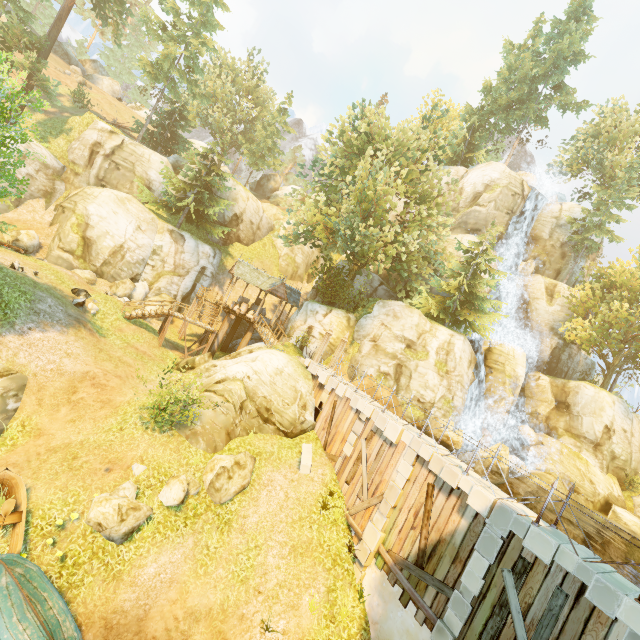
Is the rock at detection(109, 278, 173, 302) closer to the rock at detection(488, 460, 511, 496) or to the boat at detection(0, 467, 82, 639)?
the boat at detection(0, 467, 82, 639)

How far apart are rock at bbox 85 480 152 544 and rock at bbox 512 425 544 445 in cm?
2891

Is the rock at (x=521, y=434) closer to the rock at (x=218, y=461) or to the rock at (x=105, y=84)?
the rock at (x=218, y=461)

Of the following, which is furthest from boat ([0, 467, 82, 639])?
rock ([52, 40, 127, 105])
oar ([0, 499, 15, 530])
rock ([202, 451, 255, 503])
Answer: rock ([52, 40, 127, 105])

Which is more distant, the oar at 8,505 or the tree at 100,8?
the tree at 100,8

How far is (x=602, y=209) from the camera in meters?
33.2 m

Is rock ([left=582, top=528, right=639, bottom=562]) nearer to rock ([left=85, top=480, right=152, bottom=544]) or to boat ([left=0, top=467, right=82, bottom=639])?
rock ([left=85, top=480, right=152, bottom=544])

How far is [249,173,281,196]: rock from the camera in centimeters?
5688cm
